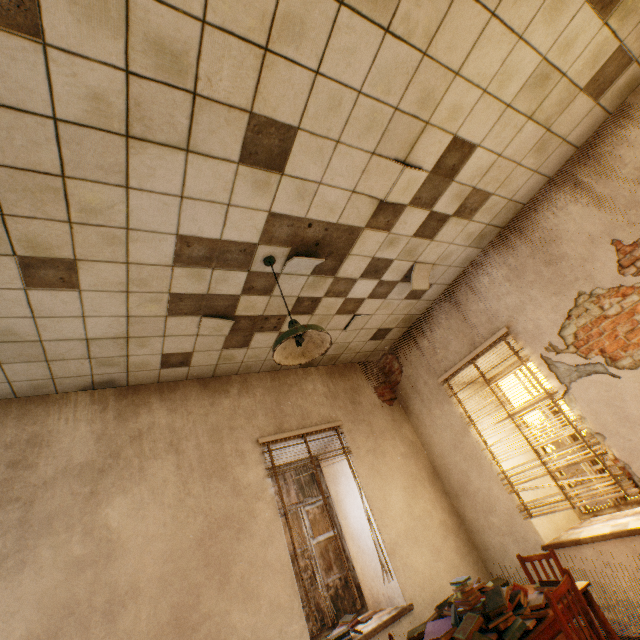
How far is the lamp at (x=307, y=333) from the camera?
2.35m

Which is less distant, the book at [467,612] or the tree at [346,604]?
the book at [467,612]

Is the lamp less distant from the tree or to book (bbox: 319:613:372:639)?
book (bbox: 319:613:372:639)

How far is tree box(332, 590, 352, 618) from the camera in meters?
7.7 m

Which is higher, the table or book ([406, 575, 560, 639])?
book ([406, 575, 560, 639])

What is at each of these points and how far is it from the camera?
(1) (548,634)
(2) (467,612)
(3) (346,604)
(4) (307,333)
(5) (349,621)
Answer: (1) table, 2.30m
(2) book, 2.49m
(3) tree, 7.72m
(4) lamp, 2.62m
(5) book, 3.62m

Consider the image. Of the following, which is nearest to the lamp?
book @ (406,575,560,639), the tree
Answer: book @ (406,575,560,639)

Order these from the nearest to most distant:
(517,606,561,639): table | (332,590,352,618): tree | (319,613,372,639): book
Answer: (517,606,561,639): table
(319,613,372,639): book
(332,590,352,618): tree
